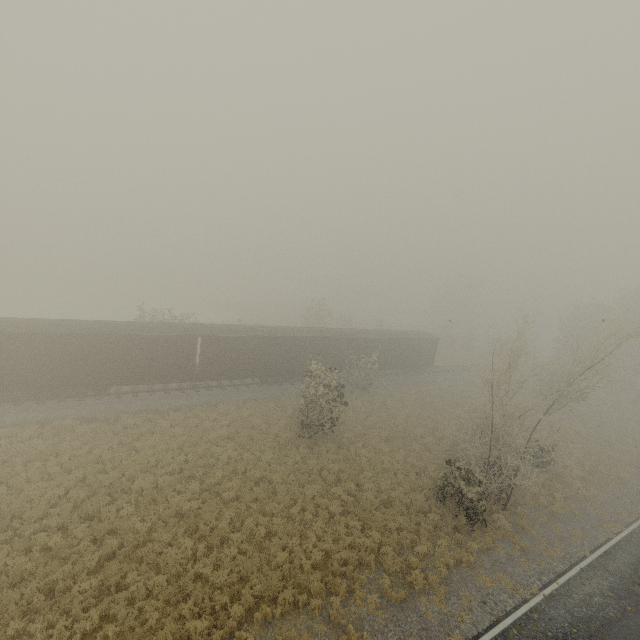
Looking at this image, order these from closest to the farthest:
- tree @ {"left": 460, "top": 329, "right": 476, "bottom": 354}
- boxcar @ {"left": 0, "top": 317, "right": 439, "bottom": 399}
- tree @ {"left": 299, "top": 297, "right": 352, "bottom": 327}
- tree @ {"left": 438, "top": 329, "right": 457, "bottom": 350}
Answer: boxcar @ {"left": 0, "top": 317, "right": 439, "bottom": 399}, tree @ {"left": 299, "top": 297, "right": 352, "bottom": 327}, tree @ {"left": 460, "top": 329, "right": 476, "bottom": 354}, tree @ {"left": 438, "top": 329, "right": 457, "bottom": 350}

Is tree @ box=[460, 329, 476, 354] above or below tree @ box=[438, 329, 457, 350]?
above

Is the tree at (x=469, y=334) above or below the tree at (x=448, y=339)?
above

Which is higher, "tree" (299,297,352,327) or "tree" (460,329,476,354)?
"tree" (299,297,352,327)

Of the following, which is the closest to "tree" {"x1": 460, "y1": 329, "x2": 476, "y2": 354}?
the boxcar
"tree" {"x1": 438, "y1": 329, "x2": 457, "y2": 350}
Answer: the boxcar

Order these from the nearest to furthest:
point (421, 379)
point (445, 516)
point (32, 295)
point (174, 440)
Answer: point (445, 516) → point (174, 440) → point (421, 379) → point (32, 295)

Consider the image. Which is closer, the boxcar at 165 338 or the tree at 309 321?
the boxcar at 165 338

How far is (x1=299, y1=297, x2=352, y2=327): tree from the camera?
43.5 meters
